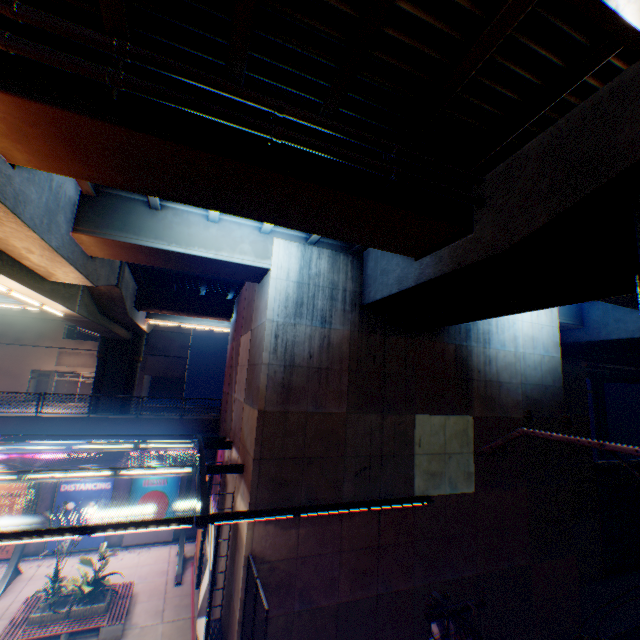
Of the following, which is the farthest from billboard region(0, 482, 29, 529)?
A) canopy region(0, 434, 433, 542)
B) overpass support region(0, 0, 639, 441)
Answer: overpass support region(0, 0, 639, 441)

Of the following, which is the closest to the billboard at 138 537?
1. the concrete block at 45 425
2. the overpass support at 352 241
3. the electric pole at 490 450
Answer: the concrete block at 45 425

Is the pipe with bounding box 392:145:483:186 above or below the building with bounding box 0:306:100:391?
above

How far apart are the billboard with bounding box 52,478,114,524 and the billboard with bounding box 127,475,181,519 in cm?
89

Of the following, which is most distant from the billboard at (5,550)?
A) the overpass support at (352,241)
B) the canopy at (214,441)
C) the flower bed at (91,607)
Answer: the overpass support at (352,241)

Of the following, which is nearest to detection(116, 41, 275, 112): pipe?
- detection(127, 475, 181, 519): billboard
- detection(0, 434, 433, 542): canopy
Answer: detection(0, 434, 433, 542): canopy

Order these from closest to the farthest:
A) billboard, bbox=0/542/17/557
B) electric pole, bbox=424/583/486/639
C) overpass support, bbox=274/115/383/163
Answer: electric pole, bbox=424/583/486/639
overpass support, bbox=274/115/383/163
billboard, bbox=0/542/17/557

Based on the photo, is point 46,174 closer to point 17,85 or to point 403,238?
point 17,85
